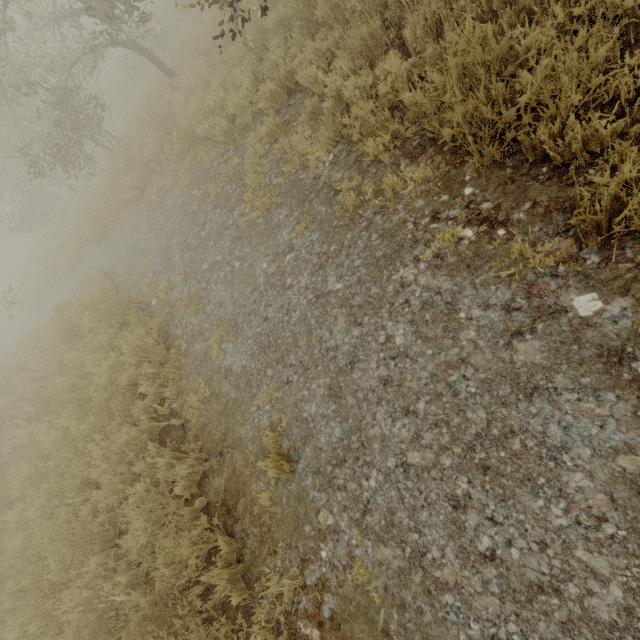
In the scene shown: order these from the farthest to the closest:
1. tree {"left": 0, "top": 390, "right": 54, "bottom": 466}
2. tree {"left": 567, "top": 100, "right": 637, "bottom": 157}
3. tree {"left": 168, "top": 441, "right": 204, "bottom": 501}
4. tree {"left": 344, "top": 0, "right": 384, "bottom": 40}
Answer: tree {"left": 0, "top": 390, "right": 54, "bottom": 466} < tree {"left": 344, "top": 0, "right": 384, "bottom": 40} < tree {"left": 168, "top": 441, "right": 204, "bottom": 501} < tree {"left": 567, "top": 100, "right": 637, "bottom": 157}

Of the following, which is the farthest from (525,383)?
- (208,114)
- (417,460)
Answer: (208,114)

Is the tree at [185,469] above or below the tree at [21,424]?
below

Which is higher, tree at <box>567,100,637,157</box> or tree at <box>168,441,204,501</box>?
tree at <box>168,441,204,501</box>

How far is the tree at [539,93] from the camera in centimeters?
236cm

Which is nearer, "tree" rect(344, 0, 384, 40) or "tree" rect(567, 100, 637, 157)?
"tree" rect(567, 100, 637, 157)

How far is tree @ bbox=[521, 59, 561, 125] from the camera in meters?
2.4
